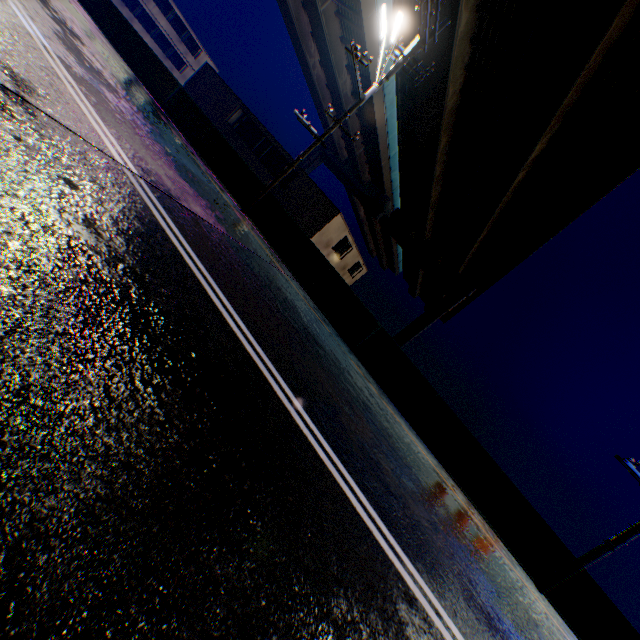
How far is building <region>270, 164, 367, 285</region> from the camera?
23.3 meters

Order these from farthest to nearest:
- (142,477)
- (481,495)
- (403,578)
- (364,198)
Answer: (364,198)
(481,495)
(403,578)
(142,477)

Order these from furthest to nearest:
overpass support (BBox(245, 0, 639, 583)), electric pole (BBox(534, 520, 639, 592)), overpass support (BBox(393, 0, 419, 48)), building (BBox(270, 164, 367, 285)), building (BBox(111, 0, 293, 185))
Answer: building (BBox(111, 0, 293, 185)) < building (BBox(270, 164, 367, 285)) < overpass support (BBox(393, 0, 419, 48)) < overpass support (BBox(245, 0, 639, 583)) < electric pole (BBox(534, 520, 639, 592))

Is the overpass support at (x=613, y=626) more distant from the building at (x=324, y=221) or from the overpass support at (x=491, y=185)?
the building at (x=324, y=221)

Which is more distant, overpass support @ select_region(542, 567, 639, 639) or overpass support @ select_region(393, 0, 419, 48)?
overpass support @ select_region(393, 0, 419, 48)

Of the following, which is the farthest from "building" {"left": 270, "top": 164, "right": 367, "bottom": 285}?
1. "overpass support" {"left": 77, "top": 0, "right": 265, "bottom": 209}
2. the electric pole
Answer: the electric pole

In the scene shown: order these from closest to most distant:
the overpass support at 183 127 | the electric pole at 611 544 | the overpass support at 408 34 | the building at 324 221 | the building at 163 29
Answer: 1. the electric pole at 611 544
2. the overpass support at 183 127
3. the overpass support at 408 34
4. the building at 324 221
5. the building at 163 29

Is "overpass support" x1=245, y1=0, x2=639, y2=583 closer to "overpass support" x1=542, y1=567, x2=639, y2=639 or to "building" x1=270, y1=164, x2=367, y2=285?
"overpass support" x1=542, y1=567, x2=639, y2=639
